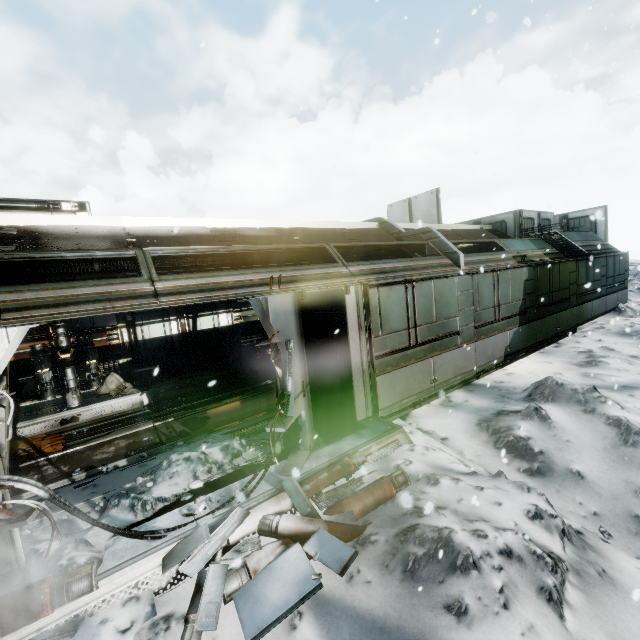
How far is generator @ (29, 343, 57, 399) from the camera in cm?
863

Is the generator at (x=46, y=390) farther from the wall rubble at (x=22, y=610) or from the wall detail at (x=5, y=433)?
the wall rubble at (x=22, y=610)

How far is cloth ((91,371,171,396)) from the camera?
9.96m

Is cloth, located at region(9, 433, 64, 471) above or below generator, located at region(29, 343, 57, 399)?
below

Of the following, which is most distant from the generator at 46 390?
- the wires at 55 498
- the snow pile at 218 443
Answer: the wires at 55 498

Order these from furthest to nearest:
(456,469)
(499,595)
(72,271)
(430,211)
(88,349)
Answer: (430,211)
(88,349)
(72,271)
(456,469)
(499,595)

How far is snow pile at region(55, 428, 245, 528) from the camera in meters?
4.2

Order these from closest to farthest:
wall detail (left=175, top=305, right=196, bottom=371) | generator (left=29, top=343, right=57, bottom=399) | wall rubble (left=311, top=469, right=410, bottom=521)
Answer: wall rubble (left=311, top=469, right=410, bottom=521), generator (left=29, top=343, right=57, bottom=399), wall detail (left=175, top=305, right=196, bottom=371)
